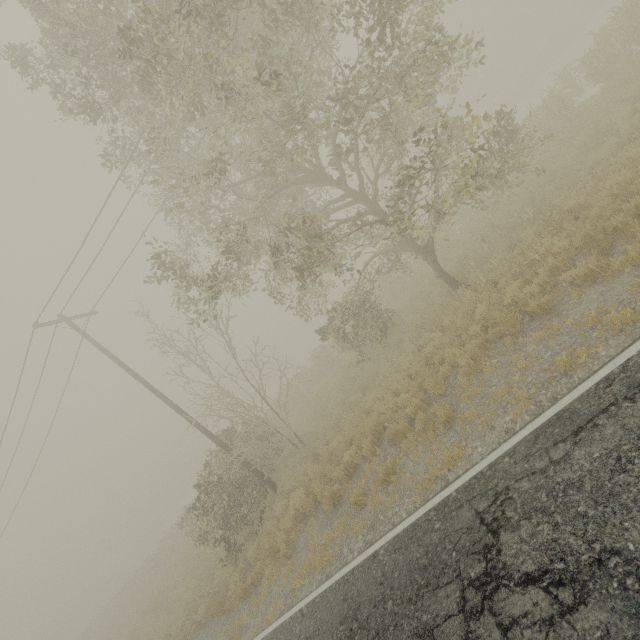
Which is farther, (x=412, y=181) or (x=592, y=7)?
(x=592, y=7)
